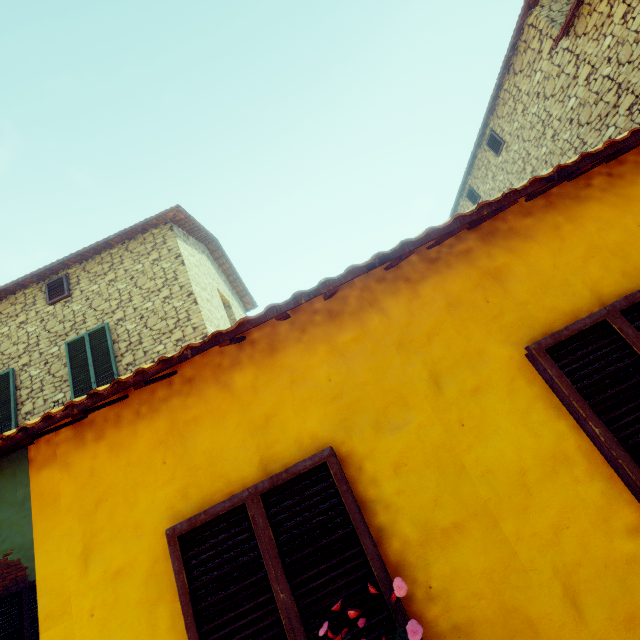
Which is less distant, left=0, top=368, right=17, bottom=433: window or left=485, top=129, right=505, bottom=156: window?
left=0, top=368, right=17, bottom=433: window

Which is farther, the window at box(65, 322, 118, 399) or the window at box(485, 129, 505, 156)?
the window at box(485, 129, 505, 156)

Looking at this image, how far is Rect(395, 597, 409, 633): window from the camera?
1.6 meters

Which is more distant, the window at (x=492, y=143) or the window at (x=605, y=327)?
the window at (x=492, y=143)

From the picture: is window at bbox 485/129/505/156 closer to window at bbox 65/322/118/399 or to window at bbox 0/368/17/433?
window at bbox 65/322/118/399

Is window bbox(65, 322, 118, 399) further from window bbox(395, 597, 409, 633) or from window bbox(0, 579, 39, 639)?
window bbox(395, 597, 409, 633)

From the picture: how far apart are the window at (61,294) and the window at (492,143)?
13.7 meters

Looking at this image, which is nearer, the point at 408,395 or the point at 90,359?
the point at 408,395
